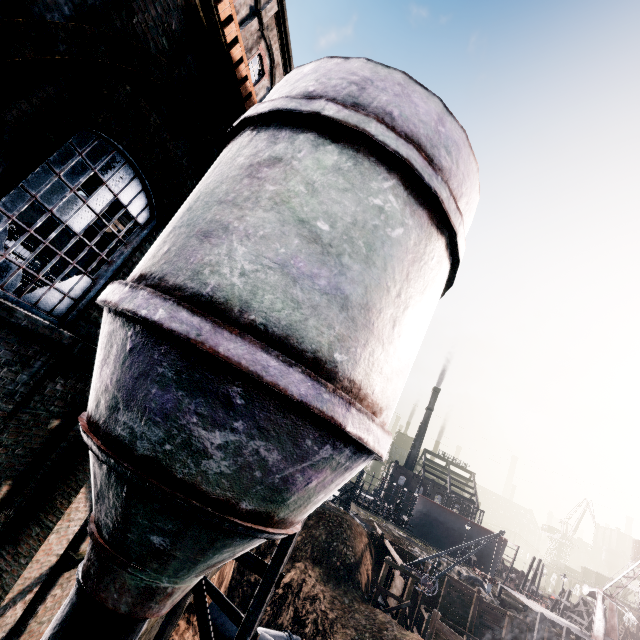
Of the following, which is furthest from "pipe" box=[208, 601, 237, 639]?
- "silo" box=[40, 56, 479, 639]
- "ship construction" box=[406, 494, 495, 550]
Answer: "ship construction" box=[406, 494, 495, 550]

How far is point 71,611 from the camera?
3.97m

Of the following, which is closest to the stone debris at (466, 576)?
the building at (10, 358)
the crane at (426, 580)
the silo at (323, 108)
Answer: the crane at (426, 580)

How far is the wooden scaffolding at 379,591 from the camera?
24.2 meters

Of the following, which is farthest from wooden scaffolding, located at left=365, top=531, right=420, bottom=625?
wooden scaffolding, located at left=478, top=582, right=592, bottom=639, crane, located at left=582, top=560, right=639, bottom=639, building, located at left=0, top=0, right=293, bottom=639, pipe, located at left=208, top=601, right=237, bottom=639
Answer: crane, located at left=582, top=560, right=639, bottom=639

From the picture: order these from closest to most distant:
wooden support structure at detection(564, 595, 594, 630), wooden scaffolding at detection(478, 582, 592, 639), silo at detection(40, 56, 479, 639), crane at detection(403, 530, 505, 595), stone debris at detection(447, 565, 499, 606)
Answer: silo at detection(40, 56, 479, 639) → crane at detection(403, 530, 505, 595) → wooden scaffolding at detection(478, 582, 592, 639) → stone debris at detection(447, 565, 499, 606) → wooden support structure at detection(564, 595, 594, 630)

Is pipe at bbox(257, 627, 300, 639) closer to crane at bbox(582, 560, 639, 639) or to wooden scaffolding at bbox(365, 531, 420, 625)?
wooden scaffolding at bbox(365, 531, 420, 625)

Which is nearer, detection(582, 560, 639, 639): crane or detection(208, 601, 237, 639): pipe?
detection(208, 601, 237, 639): pipe
